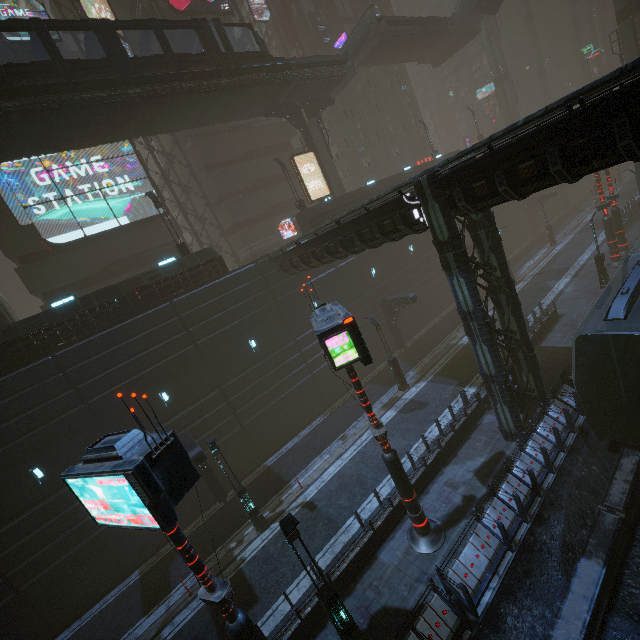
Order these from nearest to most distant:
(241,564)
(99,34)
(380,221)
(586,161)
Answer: (586,161), (380,221), (241,564), (99,34)

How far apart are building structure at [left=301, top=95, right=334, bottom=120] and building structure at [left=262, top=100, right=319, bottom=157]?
0.68m

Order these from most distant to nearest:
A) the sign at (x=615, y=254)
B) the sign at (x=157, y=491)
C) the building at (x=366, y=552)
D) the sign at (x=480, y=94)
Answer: the sign at (x=480, y=94) → the sign at (x=615, y=254) → the building at (x=366, y=552) → the sign at (x=157, y=491)

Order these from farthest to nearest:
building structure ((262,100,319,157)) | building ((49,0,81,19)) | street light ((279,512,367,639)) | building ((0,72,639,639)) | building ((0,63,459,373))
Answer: building structure ((262,100,319,157)) < building ((49,0,81,19)) < building ((0,63,459,373)) < building ((0,72,639,639)) < street light ((279,512,367,639))

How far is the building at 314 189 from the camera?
36.50m

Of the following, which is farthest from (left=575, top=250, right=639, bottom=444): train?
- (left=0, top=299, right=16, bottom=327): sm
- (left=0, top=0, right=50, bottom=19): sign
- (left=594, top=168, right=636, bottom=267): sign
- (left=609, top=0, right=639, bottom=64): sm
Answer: (left=0, top=0, right=50, bottom=19): sign

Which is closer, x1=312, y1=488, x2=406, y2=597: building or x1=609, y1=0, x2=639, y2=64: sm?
x1=312, y1=488, x2=406, y2=597: building

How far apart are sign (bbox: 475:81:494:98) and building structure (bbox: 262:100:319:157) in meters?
50.1
